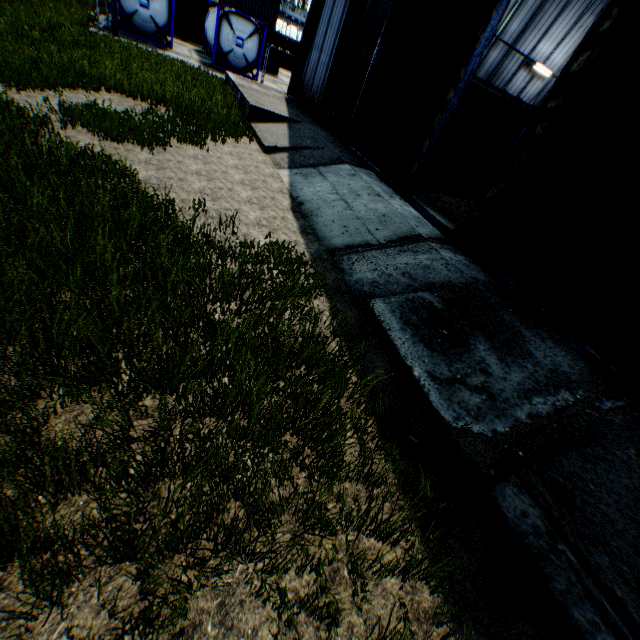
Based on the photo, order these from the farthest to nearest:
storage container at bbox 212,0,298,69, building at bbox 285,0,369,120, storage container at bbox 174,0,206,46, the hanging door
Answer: storage container at bbox 212,0,298,69
storage container at bbox 174,0,206,46
building at bbox 285,0,369,120
the hanging door

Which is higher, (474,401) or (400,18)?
(400,18)

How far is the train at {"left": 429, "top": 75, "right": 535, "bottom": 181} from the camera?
15.1 meters

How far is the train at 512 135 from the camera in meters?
→ 15.1

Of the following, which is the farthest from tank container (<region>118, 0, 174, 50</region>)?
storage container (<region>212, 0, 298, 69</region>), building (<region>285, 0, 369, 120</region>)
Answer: storage container (<region>212, 0, 298, 69</region>)

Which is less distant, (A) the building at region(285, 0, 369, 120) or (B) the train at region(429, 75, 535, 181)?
(A) the building at region(285, 0, 369, 120)

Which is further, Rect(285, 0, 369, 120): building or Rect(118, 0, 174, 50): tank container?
Rect(118, 0, 174, 50): tank container

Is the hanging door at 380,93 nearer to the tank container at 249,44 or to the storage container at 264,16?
the tank container at 249,44
